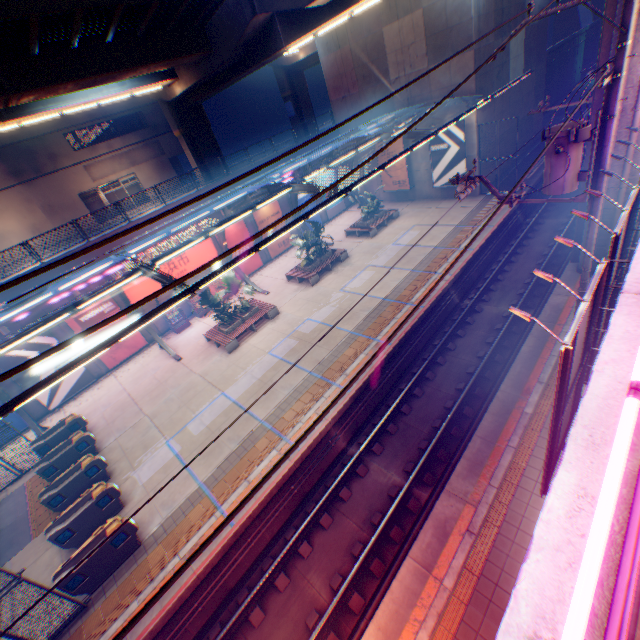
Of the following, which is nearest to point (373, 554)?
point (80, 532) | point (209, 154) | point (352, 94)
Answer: point (80, 532)

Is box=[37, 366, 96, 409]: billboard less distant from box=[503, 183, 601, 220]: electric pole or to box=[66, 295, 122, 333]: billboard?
box=[66, 295, 122, 333]: billboard

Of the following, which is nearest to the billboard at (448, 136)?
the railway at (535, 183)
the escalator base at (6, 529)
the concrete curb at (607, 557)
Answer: the railway at (535, 183)

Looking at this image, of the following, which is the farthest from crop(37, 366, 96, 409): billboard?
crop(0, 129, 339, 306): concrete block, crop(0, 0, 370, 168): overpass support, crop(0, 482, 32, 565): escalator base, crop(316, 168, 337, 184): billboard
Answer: crop(316, 168, 337, 184): billboard

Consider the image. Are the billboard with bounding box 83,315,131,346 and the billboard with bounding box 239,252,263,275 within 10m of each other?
yes

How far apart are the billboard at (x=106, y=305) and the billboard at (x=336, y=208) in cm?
1864

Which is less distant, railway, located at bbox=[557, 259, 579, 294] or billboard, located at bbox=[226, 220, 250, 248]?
railway, located at bbox=[557, 259, 579, 294]

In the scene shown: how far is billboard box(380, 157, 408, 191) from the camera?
26.3m
